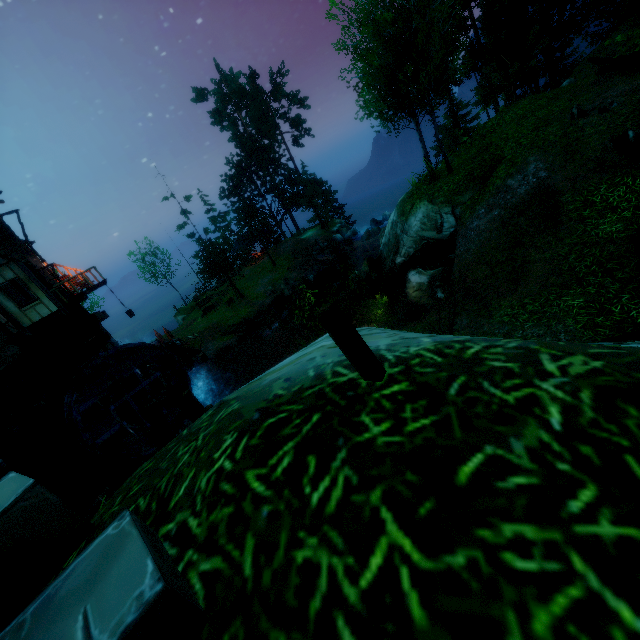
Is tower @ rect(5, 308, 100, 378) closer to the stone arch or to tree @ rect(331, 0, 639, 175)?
the stone arch

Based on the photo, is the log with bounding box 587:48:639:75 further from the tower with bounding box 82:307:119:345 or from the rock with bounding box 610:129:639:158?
the tower with bounding box 82:307:119:345

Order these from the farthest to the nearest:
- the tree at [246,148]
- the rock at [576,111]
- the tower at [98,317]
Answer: the tree at [246,148] < the tower at [98,317] < the rock at [576,111]

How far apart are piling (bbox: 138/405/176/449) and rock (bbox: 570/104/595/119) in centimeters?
2218cm

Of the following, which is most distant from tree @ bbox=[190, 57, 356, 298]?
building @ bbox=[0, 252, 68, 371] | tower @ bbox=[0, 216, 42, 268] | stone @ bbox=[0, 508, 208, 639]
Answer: tower @ bbox=[0, 216, 42, 268]

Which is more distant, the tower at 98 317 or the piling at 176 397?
the tower at 98 317

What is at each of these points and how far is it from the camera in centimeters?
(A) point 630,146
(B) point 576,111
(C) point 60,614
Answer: (A) rock, 882cm
(B) rock, 1116cm
(C) stone, 118cm

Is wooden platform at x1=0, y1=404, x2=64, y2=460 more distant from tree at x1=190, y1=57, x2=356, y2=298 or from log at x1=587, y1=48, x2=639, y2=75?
log at x1=587, y1=48, x2=639, y2=75
